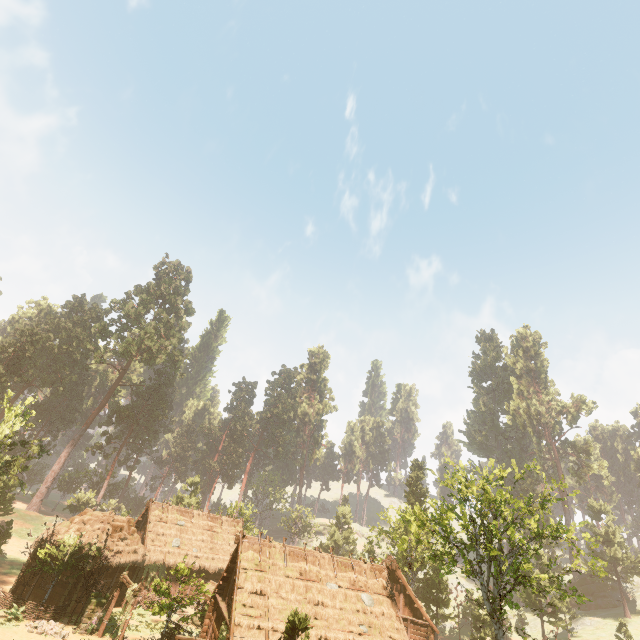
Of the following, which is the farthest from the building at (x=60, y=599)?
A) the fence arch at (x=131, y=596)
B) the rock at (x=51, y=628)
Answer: the rock at (x=51, y=628)

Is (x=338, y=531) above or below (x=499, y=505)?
below

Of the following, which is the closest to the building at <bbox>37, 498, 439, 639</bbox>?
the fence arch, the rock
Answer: the fence arch

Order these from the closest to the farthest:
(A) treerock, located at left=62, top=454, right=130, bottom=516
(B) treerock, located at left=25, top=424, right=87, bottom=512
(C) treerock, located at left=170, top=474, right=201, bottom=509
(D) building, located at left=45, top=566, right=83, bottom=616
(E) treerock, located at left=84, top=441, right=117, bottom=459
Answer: (D) building, located at left=45, top=566, right=83, bottom=616 → (C) treerock, located at left=170, top=474, right=201, bottom=509 → (A) treerock, located at left=62, top=454, right=130, bottom=516 → (B) treerock, located at left=25, top=424, right=87, bottom=512 → (E) treerock, located at left=84, top=441, right=117, bottom=459

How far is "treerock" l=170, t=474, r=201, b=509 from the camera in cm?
4671

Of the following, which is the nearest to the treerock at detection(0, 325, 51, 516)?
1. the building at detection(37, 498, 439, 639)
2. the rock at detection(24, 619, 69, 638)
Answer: the building at detection(37, 498, 439, 639)

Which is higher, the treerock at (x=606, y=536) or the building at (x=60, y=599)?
the treerock at (x=606, y=536)
